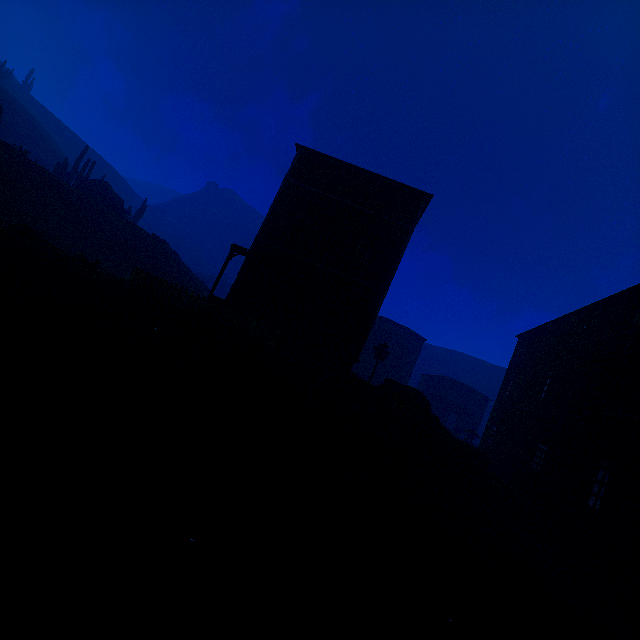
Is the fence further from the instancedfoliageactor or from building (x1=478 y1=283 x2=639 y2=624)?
the instancedfoliageactor

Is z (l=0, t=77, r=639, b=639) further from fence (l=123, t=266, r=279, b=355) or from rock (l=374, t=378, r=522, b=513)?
fence (l=123, t=266, r=279, b=355)

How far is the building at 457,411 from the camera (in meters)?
45.50

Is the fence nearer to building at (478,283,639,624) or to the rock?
building at (478,283,639,624)

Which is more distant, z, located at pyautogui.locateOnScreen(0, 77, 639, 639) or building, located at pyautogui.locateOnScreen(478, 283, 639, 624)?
building, located at pyautogui.locateOnScreen(478, 283, 639, 624)

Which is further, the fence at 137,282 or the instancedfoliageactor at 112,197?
the instancedfoliageactor at 112,197

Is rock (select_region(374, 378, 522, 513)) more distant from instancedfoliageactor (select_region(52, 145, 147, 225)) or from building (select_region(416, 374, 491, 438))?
instancedfoliageactor (select_region(52, 145, 147, 225))

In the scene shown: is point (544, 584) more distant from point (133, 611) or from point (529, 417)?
point (529, 417)
